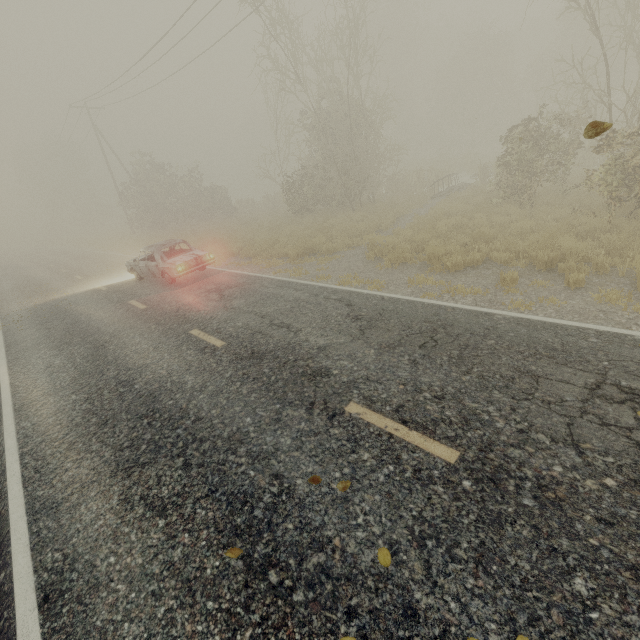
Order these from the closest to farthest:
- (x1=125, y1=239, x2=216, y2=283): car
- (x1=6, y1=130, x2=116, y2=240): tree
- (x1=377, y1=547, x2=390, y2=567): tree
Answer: (x1=377, y1=547, x2=390, y2=567): tree → (x1=125, y1=239, x2=216, y2=283): car → (x1=6, y1=130, x2=116, y2=240): tree

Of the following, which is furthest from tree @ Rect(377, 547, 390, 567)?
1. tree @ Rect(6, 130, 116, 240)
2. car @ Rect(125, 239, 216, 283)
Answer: tree @ Rect(6, 130, 116, 240)

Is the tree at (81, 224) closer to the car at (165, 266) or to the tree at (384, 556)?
the car at (165, 266)

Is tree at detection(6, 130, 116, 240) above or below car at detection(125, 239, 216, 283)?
above

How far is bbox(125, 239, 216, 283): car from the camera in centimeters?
1162cm

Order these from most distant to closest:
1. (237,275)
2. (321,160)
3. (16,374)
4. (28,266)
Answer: (28,266), (321,160), (237,275), (16,374)

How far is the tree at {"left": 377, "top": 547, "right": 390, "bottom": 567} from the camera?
2.64m

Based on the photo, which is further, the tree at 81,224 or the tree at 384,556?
the tree at 81,224
